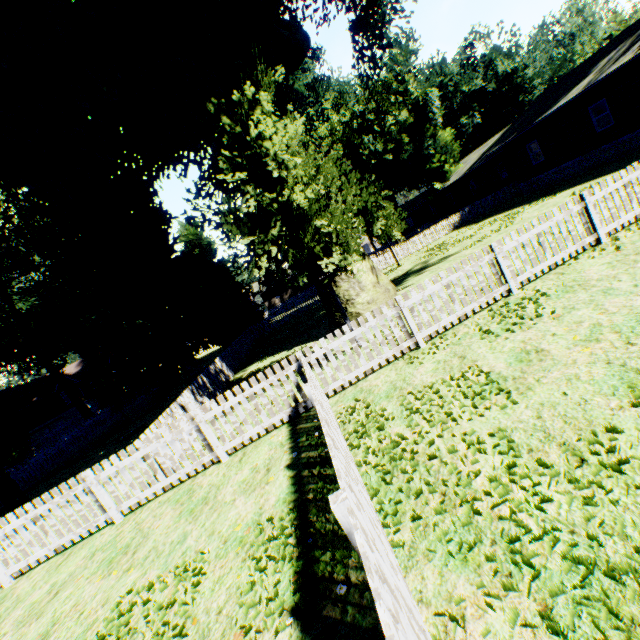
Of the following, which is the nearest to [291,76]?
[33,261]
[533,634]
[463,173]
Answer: [463,173]

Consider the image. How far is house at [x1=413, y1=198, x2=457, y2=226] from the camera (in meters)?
44.34

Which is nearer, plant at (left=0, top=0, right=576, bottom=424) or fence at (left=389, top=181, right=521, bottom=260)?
plant at (left=0, top=0, right=576, bottom=424)

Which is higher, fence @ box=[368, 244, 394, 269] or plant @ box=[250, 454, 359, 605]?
fence @ box=[368, 244, 394, 269]

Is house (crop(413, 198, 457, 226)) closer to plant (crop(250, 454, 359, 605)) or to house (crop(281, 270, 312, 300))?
plant (crop(250, 454, 359, 605))

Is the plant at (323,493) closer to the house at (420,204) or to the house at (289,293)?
the house at (420,204)

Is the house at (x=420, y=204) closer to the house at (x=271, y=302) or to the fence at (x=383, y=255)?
the fence at (x=383, y=255)

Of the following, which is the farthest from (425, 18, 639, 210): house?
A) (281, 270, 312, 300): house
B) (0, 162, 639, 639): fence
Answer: (281, 270, 312, 300): house
